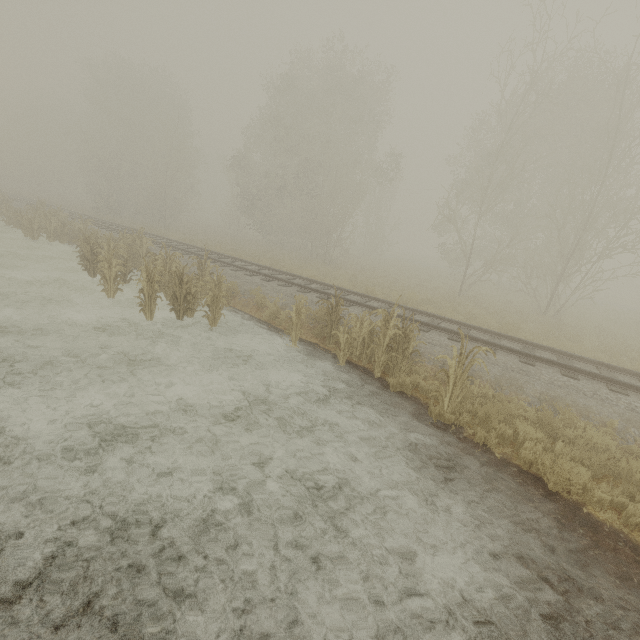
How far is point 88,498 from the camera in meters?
4.0 m

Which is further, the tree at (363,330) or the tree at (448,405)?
the tree at (363,330)

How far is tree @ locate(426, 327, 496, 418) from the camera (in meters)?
6.36

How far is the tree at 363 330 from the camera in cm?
768

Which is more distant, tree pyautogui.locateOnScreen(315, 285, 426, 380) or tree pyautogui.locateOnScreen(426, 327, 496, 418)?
tree pyautogui.locateOnScreen(315, 285, 426, 380)
